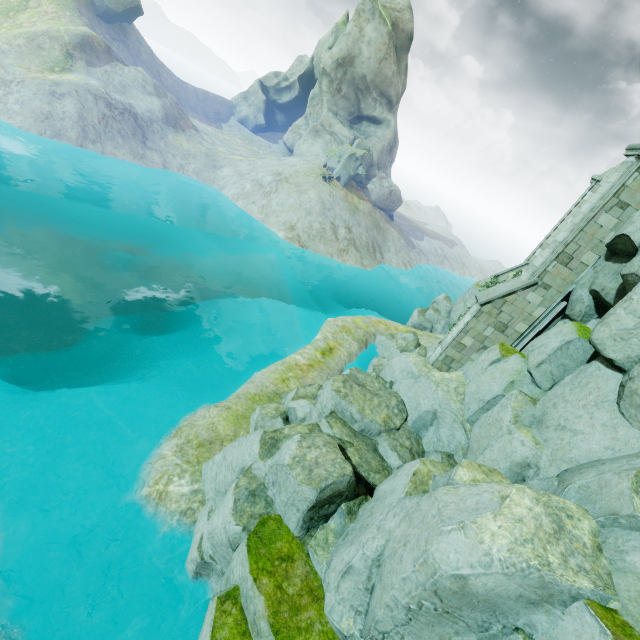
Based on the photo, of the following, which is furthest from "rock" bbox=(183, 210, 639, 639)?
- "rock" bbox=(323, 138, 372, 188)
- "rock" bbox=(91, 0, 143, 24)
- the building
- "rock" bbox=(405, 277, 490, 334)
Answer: "rock" bbox=(91, 0, 143, 24)

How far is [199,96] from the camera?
57.6m

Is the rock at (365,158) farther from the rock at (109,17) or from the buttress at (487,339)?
the rock at (109,17)

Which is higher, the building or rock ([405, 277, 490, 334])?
the building

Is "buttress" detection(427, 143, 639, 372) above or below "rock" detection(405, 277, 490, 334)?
above

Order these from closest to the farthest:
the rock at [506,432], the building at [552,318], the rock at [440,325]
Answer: the rock at [506,432], the building at [552,318], the rock at [440,325]

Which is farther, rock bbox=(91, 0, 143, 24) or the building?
rock bbox=(91, 0, 143, 24)

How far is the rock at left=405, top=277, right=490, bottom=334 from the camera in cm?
2778
